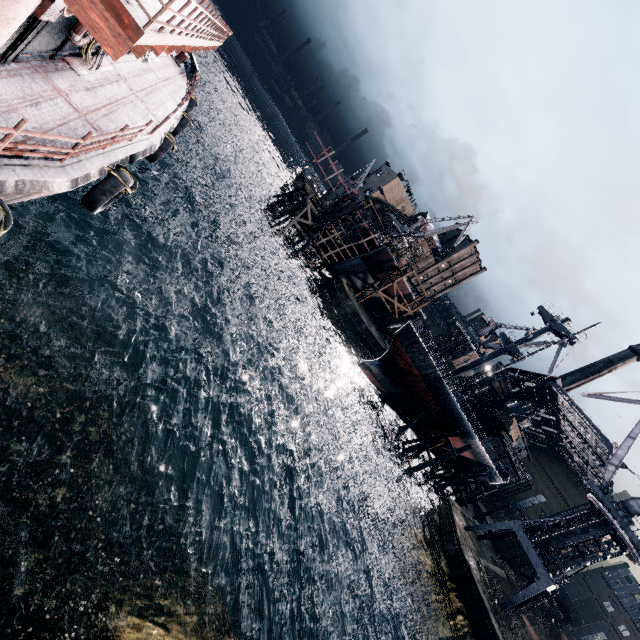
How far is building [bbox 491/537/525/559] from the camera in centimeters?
5166cm

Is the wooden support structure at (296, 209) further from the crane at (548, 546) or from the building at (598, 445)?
the building at (598, 445)

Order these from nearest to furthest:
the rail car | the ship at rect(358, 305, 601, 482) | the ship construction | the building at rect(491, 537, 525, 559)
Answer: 1. the ship at rect(358, 305, 601, 482)
2. the rail car
3. the building at rect(491, 537, 525, 559)
4. the ship construction

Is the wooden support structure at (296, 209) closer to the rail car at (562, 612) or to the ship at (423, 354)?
the ship at (423, 354)

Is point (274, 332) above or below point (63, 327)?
below

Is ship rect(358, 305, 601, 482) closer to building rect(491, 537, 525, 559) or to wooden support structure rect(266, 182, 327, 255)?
building rect(491, 537, 525, 559)

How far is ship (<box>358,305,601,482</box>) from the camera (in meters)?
36.38

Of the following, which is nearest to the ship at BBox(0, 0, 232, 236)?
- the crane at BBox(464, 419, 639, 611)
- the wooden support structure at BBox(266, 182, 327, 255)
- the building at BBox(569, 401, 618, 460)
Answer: the wooden support structure at BBox(266, 182, 327, 255)
